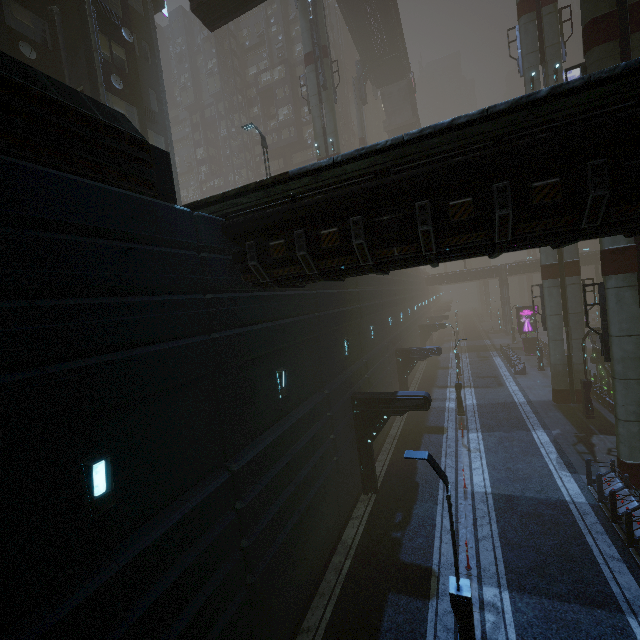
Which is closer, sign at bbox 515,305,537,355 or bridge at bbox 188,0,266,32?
bridge at bbox 188,0,266,32

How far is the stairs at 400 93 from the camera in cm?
4988

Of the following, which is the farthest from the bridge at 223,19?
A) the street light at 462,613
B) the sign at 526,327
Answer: the sign at 526,327

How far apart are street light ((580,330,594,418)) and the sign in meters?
19.2

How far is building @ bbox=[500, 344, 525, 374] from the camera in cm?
3148

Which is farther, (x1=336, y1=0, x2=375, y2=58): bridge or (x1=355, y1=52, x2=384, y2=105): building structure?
(x1=355, y1=52, x2=384, y2=105): building structure

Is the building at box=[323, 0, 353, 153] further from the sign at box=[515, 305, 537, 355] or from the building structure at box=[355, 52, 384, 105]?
the building structure at box=[355, 52, 384, 105]

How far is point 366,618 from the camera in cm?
956
